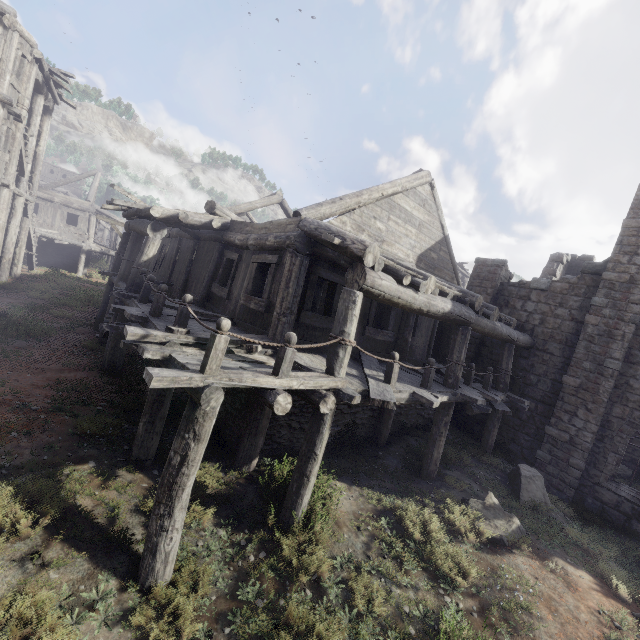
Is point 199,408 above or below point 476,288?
below
